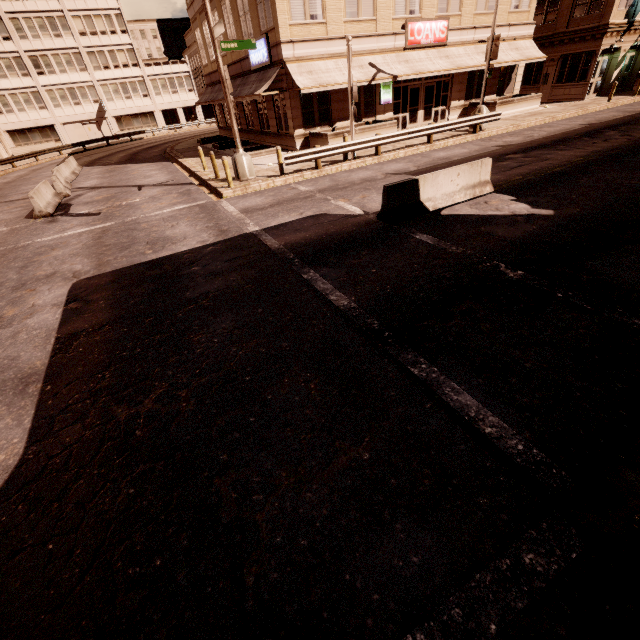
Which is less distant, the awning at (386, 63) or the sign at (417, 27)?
the awning at (386, 63)

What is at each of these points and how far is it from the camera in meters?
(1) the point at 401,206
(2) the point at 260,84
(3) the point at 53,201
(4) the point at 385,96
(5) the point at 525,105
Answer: (1) barrier, 8.9 m
(2) awning, 19.7 m
(3) barrier, 15.4 m
(4) sign, 21.7 m
(5) planter, 24.4 m

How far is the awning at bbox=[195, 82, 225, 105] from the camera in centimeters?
2620cm

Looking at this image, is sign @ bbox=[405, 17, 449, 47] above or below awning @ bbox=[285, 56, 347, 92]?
above

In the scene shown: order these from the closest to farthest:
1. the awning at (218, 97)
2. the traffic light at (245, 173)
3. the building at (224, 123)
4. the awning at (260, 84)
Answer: the traffic light at (245, 173) < the awning at (260, 84) < the awning at (218, 97) < the building at (224, 123)

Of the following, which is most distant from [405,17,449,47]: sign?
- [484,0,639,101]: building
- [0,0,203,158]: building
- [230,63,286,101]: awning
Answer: [0,0,203,158]: building

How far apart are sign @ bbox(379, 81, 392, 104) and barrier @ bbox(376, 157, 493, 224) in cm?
1513
